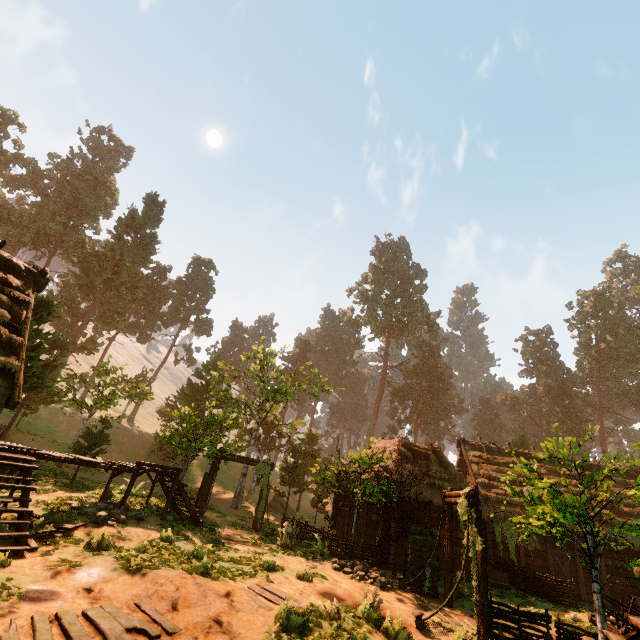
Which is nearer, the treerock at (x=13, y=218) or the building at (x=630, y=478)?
the building at (x=630, y=478)

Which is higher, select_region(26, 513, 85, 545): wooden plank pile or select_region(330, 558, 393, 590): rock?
select_region(26, 513, 85, 545): wooden plank pile

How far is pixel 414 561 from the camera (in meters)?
12.66

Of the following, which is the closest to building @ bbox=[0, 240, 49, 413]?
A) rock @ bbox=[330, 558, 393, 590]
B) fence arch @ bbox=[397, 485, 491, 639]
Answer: rock @ bbox=[330, 558, 393, 590]

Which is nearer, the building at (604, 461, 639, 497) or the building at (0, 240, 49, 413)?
the building at (0, 240, 49, 413)

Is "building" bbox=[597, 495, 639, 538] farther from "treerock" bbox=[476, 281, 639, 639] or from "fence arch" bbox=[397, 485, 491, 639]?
"fence arch" bbox=[397, 485, 491, 639]

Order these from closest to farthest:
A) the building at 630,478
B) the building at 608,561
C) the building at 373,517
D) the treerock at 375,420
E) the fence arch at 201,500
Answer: the treerock at 375,420
the building at 373,517
the building at 608,561
the fence arch at 201,500
the building at 630,478

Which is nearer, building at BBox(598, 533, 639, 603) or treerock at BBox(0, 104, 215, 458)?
building at BBox(598, 533, 639, 603)
